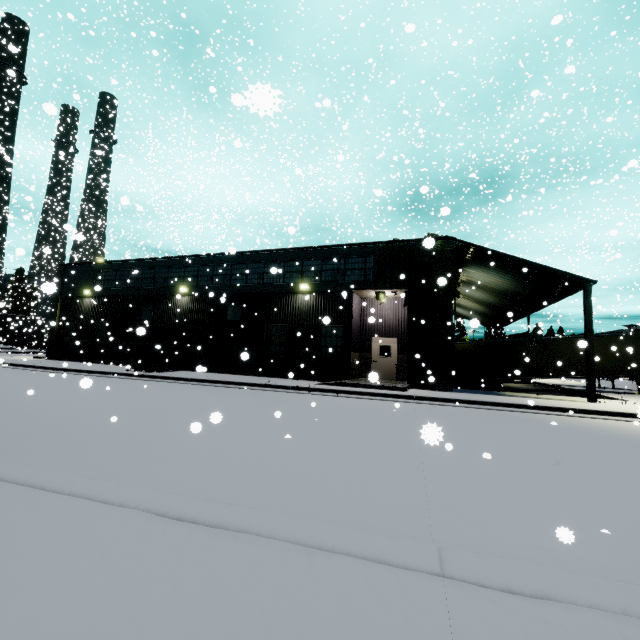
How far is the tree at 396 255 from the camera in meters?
15.9

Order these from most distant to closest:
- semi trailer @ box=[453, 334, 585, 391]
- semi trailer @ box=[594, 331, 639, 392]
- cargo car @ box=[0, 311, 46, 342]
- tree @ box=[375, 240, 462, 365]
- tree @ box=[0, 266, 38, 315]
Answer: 1. tree @ box=[0, 266, 38, 315]
2. cargo car @ box=[0, 311, 46, 342]
3. semi trailer @ box=[453, 334, 585, 391]
4. semi trailer @ box=[594, 331, 639, 392]
5. tree @ box=[375, 240, 462, 365]

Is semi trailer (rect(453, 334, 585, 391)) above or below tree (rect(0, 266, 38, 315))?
below

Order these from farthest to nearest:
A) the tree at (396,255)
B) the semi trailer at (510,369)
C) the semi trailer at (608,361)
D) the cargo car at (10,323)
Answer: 1. the cargo car at (10,323)
2. the semi trailer at (510,369)
3. the semi trailer at (608,361)
4. the tree at (396,255)

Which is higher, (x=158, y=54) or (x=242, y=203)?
(x=242, y=203)

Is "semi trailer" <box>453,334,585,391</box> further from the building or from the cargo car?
the cargo car

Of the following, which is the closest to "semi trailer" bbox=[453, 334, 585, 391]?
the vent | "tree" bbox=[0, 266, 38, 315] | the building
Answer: the building

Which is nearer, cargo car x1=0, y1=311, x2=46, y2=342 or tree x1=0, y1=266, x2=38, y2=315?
cargo car x1=0, y1=311, x2=46, y2=342
